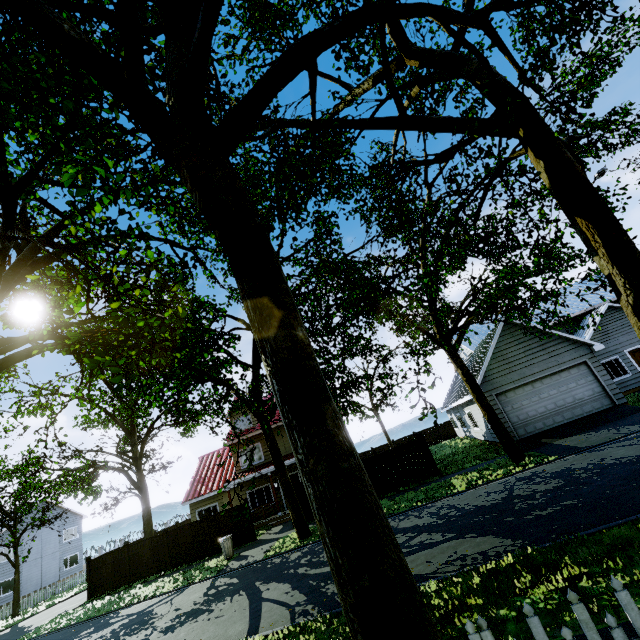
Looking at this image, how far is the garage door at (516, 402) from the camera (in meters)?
16.45

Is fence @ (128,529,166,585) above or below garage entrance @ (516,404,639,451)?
above

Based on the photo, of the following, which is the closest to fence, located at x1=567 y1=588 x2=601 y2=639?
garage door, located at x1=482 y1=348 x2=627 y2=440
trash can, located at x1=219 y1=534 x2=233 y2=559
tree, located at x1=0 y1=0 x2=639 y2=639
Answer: tree, located at x1=0 y1=0 x2=639 y2=639

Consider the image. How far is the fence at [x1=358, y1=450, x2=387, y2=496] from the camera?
17.57m

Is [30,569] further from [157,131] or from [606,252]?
[606,252]

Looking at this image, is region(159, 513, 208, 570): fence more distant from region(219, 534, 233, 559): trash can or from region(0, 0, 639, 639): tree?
region(219, 534, 233, 559): trash can

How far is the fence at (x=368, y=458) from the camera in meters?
17.6 m
